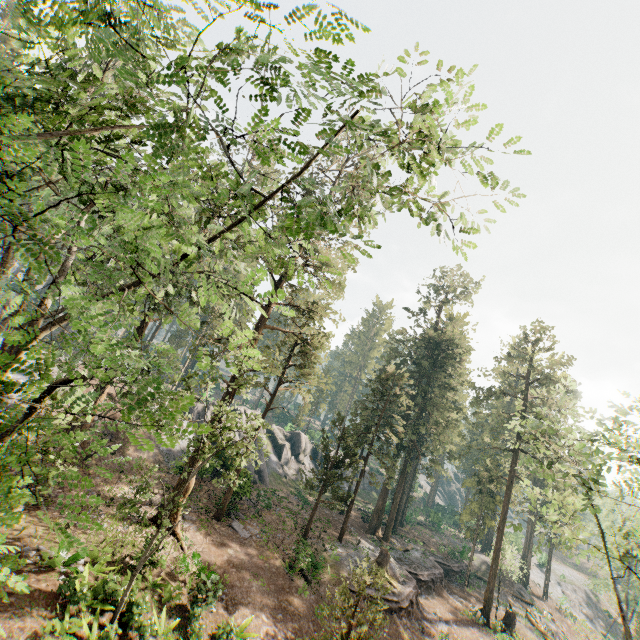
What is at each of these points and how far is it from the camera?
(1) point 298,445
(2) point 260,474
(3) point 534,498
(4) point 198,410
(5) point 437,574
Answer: (1) rock, 48.6m
(2) rock, 36.8m
(3) foliage, 20.6m
(4) rock, 37.1m
(5) ground embankment, 32.7m

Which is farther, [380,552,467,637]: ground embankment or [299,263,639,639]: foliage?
[380,552,467,637]: ground embankment

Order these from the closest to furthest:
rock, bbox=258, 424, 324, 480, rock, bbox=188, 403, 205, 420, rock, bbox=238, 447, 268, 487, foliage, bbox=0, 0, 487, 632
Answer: foliage, bbox=0, 0, 487, 632
rock, bbox=238, 447, 268, 487
rock, bbox=188, 403, 205, 420
rock, bbox=258, 424, 324, 480

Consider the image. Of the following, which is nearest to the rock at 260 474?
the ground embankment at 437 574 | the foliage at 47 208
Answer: the foliage at 47 208

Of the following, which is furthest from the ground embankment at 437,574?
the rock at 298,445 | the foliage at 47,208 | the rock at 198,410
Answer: the rock at 198,410

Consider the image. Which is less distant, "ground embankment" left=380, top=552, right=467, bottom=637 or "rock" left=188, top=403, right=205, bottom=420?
"ground embankment" left=380, top=552, right=467, bottom=637

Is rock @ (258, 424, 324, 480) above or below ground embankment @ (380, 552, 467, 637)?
above

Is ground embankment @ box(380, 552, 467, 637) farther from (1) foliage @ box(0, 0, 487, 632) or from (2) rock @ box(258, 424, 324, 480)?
(2) rock @ box(258, 424, 324, 480)
